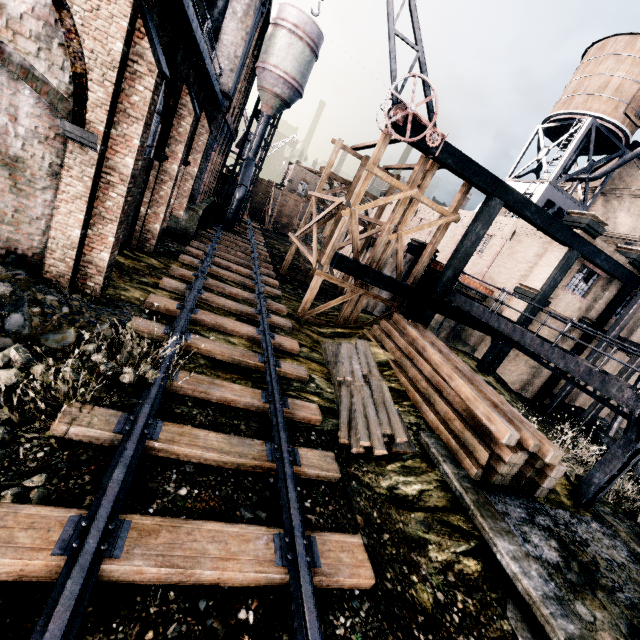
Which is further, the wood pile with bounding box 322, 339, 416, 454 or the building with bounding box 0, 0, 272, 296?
the wood pile with bounding box 322, 339, 416, 454

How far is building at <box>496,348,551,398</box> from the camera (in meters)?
20.44

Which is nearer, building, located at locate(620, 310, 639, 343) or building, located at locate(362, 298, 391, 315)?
building, located at locate(362, 298, 391, 315)

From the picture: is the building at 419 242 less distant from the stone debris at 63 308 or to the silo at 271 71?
the silo at 271 71

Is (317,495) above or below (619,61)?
below

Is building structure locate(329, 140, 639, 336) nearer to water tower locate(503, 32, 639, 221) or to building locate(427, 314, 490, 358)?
building locate(427, 314, 490, 358)

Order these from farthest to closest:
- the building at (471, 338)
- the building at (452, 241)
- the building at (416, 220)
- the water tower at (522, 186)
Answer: the building at (416, 220)
the building at (452, 241)
the water tower at (522, 186)
the building at (471, 338)
